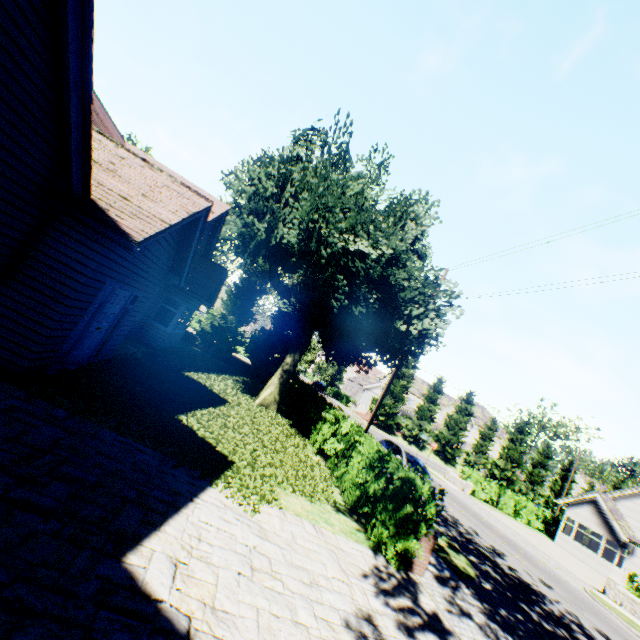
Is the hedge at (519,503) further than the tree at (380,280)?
Yes

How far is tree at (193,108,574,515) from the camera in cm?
1116

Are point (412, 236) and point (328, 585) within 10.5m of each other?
no

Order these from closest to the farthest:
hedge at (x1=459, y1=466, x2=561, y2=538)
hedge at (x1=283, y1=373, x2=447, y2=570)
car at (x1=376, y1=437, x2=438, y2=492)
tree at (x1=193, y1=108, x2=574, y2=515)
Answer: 1. hedge at (x1=283, y1=373, x2=447, y2=570)
2. tree at (x1=193, y1=108, x2=574, y2=515)
3. car at (x1=376, y1=437, x2=438, y2=492)
4. hedge at (x1=459, y1=466, x2=561, y2=538)

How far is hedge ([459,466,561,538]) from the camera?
27.5 meters

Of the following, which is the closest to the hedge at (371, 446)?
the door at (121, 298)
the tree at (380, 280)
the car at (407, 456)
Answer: the tree at (380, 280)

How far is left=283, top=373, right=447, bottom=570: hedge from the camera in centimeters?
665cm

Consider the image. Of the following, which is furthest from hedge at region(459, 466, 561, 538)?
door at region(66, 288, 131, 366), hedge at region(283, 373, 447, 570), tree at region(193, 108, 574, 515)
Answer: door at region(66, 288, 131, 366)
